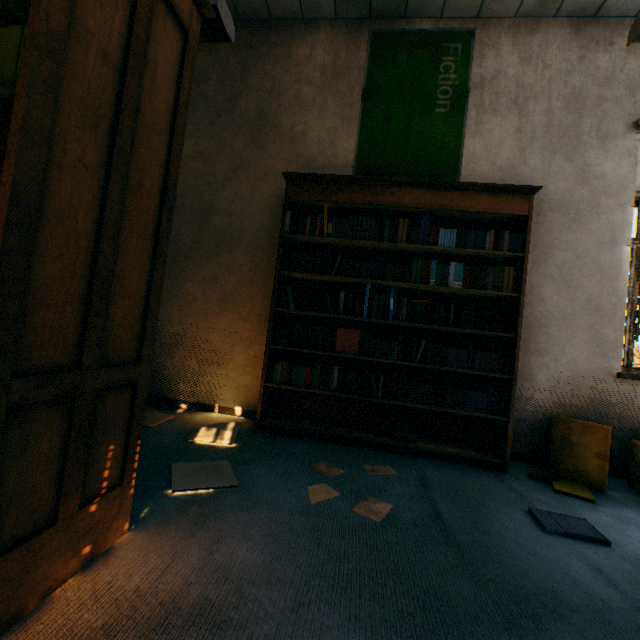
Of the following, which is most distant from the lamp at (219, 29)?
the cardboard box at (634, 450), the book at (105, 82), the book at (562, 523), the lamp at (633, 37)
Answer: the cardboard box at (634, 450)

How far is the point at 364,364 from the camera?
2.93m

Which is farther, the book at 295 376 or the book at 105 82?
the book at 295 376

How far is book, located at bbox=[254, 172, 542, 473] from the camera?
2.5m

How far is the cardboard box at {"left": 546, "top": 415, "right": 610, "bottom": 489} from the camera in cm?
229

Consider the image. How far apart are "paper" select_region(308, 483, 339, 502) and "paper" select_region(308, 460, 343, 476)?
0.16m

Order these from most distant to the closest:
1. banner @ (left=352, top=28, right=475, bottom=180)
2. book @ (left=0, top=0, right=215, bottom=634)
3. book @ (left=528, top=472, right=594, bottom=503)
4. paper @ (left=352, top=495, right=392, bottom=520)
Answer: banner @ (left=352, top=28, right=475, bottom=180) → book @ (left=528, top=472, right=594, bottom=503) → paper @ (left=352, top=495, right=392, bottom=520) → book @ (left=0, top=0, right=215, bottom=634)

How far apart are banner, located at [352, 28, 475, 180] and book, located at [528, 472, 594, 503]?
2.5m
